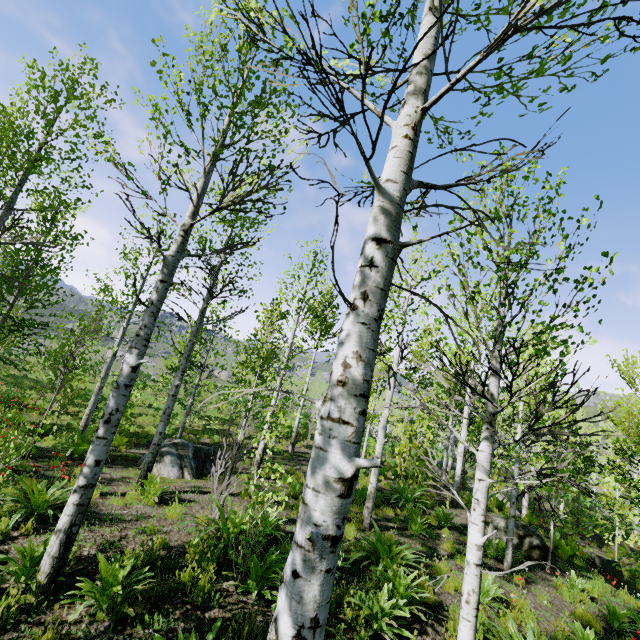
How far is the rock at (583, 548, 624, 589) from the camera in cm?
1198

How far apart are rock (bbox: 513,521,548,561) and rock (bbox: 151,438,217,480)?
9.3m

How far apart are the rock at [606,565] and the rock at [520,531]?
3.7m

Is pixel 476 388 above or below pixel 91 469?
above

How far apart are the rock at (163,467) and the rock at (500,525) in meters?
9.3 m

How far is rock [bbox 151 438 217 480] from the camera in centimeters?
957cm

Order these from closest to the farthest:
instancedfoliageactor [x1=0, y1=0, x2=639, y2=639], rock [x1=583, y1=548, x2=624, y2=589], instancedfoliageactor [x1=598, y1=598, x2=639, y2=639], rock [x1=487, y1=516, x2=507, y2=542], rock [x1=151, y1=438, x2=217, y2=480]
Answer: instancedfoliageactor [x1=0, y1=0, x2=639, y2=639] < instancedfoliageactor [x1=598, y1=598, x2=639, y2=639] < rock [x1=151, y1=438, x2=217, y2=480] < rock [x1=487, y1=516, x2=507, y2=542] < rock [x1=583, y1=548, x2=624, y2=589]

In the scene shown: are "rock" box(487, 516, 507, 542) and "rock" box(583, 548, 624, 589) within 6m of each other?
yes
